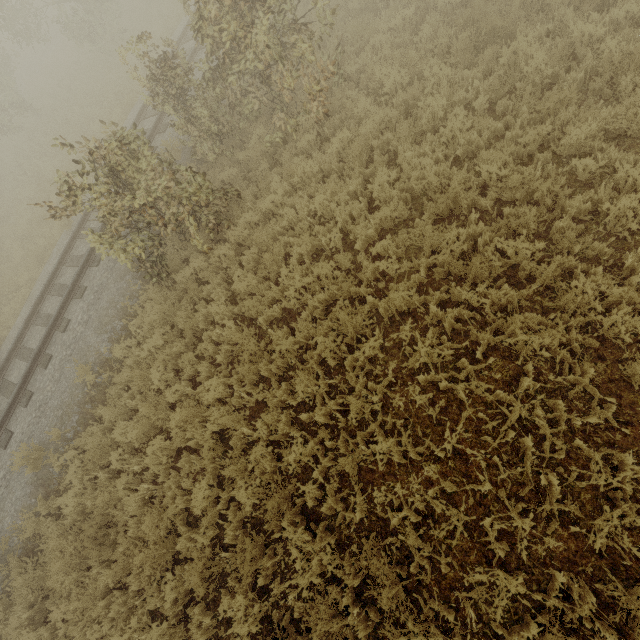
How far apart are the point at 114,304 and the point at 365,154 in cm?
754
